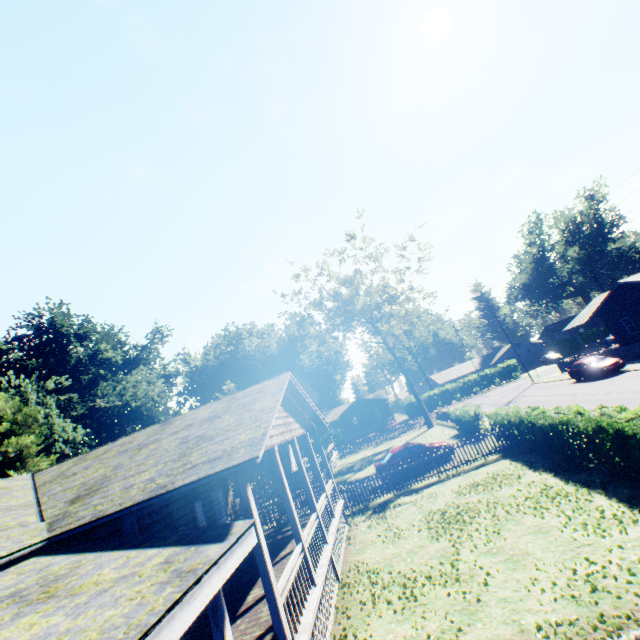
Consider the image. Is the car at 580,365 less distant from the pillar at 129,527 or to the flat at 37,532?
the flat at 37,532

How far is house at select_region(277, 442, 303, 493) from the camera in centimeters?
2730cm

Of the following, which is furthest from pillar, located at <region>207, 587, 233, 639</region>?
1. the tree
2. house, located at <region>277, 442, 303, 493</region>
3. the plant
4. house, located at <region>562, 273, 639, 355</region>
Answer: house, located at <region>562, 273, 639, 355</region>

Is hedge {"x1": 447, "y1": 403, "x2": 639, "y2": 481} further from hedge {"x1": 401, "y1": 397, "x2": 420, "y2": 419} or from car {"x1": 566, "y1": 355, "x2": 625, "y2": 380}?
hedge {"x1": 401, "y1": 397, "x2": 420, "y2": 419}

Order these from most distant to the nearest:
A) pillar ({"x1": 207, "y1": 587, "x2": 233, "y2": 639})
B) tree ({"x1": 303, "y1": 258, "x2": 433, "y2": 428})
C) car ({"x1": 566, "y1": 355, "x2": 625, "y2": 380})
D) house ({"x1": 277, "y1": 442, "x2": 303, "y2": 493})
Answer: tree ({"x1": 303, "y1": 258, "x2": 433, "y2": 428}) → house ({"x1": 277, "y1": 442, "x2": 303, "y2": 493}) → car ({"x1": 566, "y1": 355, "x2": 625, "y2": 380}) → pillar ({"x1": 207, "y1": 587, "x2": 233, "y2": 639})

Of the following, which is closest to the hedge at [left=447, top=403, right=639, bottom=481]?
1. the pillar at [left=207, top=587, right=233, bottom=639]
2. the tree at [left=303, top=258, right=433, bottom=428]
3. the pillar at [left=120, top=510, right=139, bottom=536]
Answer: → the pillar at [left=207, top=587, right=233, bottom=639]

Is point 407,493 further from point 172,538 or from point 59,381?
point 59,381

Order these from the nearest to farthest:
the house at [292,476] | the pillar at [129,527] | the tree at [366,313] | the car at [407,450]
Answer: the pillar at [129,527]
the car at [407,450]
the house at [292,476]
the tree at [366,313]
